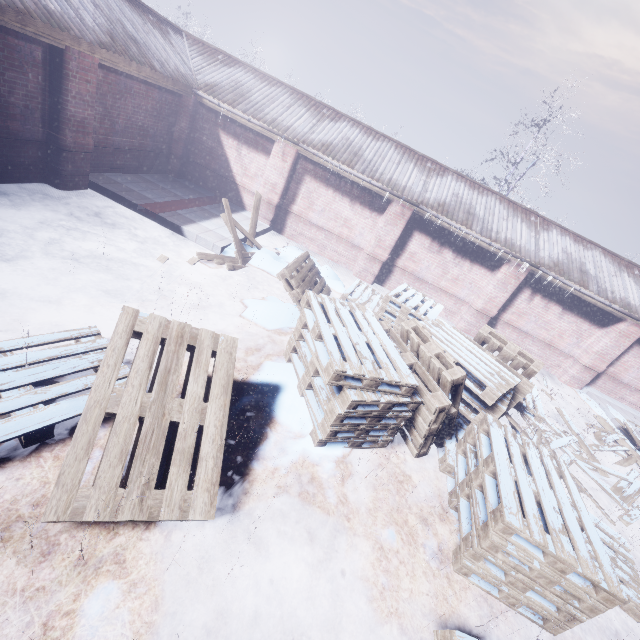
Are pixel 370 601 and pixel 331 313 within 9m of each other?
yes

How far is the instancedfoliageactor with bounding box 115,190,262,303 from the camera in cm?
482

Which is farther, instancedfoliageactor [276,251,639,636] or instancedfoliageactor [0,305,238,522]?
instancedfoliageactor [276,251,639,636]

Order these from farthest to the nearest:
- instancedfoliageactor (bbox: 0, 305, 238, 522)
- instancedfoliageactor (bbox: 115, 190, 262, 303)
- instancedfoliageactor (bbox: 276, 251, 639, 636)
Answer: instancedfoliageactor (bbox: 115, 190, 262, 303) < instancedfoliageactor (bbox: 276, 251, 639, 636) < instancedfoliageactor (bbox: 0, 305, 238, 522)

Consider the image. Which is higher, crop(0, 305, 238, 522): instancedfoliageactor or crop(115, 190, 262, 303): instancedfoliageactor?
crop(0, 305, 238, 522): instancedfoliageactor

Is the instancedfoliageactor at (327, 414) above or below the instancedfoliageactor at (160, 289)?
above
